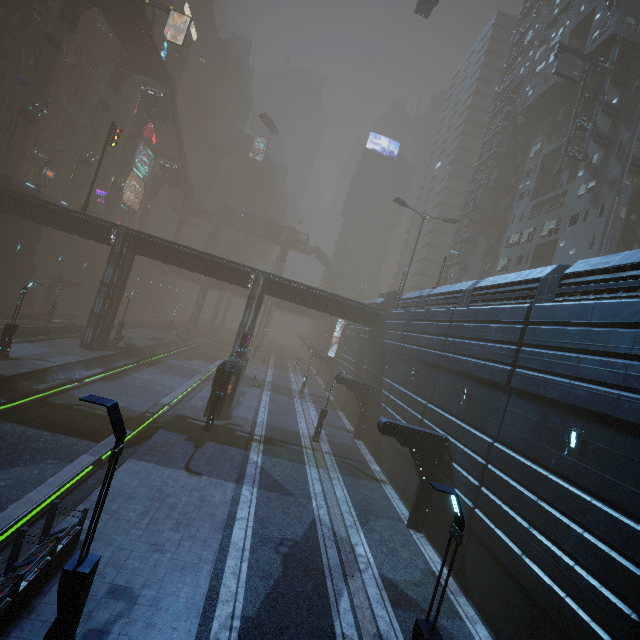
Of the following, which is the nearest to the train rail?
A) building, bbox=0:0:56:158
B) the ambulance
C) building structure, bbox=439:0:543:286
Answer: building, bbox=0:0:56:158

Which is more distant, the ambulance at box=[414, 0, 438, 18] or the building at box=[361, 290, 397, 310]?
the building at box=[361, 290, 397, 310]

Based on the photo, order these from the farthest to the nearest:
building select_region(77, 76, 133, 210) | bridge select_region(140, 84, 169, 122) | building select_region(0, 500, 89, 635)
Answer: building select_region(77, 76, 133, 210), bridge select_region(140, 84, 169, 122), building select_region(0, 500, 89, 635)

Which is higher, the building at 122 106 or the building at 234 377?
the building at 122 106

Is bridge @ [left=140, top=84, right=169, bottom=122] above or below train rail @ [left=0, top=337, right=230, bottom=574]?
above

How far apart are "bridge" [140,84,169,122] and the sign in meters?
53.4 m

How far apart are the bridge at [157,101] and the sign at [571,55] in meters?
53.4

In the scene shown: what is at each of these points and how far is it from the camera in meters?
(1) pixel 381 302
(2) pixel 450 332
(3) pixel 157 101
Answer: (1) building, 37.7 m
(2) building, 19.1 m
(3) bridge, 52.0 m
